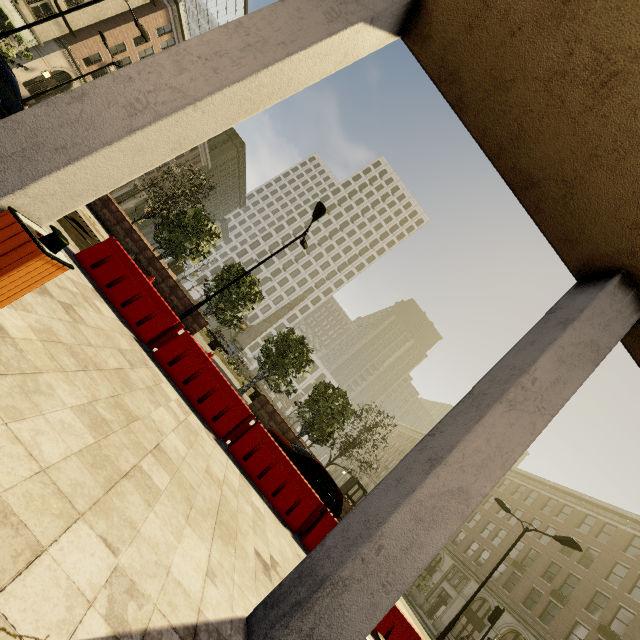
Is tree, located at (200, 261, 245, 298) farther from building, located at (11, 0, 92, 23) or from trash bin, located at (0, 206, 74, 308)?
trash bin, located at (0, 206, 74, 308)

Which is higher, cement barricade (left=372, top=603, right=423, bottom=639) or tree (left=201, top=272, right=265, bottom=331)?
tree (left=201, top=272, right=265, bottom=331)

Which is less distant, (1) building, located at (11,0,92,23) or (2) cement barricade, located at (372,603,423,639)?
(2) cement barricade, located at (372,603,423,639)

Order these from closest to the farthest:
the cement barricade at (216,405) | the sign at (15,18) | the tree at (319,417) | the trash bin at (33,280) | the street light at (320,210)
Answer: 1. the trash bin at (33,280)
2. the cement barricade at (216,405)
3. the street light at (320,210)
4. the tree at (319,417)
5. the sign at (15,18)

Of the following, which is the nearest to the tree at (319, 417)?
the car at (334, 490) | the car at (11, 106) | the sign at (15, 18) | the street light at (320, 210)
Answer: the street light at (320, 210)

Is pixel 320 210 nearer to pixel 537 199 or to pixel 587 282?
pixel 537 199

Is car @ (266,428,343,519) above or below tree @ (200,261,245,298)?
below

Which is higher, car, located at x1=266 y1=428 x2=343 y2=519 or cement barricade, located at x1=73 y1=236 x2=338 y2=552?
car, located at x1=266 y1=428 x2=343 y2=519
